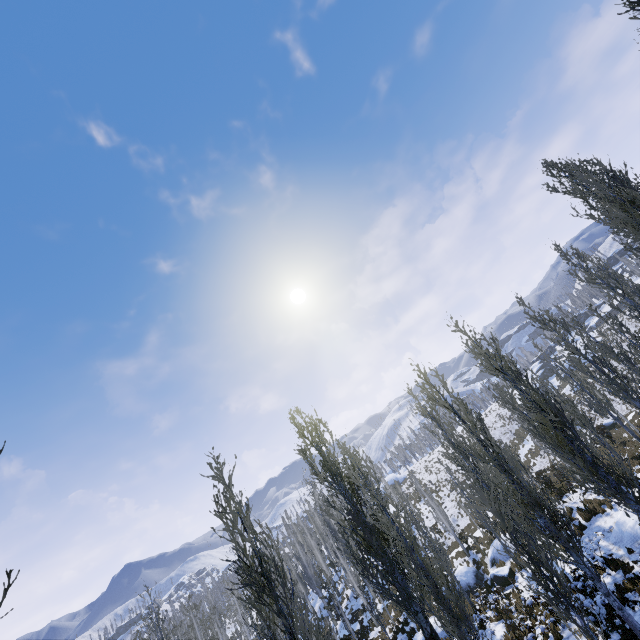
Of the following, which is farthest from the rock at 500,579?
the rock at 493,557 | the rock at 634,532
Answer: the rock at 634,532

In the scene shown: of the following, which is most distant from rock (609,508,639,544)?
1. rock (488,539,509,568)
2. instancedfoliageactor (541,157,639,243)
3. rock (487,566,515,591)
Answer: rock (488,539,509,568)

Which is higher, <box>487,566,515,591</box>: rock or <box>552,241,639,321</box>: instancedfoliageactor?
<box>552,241,639,321</box>: instancedfoliageactor

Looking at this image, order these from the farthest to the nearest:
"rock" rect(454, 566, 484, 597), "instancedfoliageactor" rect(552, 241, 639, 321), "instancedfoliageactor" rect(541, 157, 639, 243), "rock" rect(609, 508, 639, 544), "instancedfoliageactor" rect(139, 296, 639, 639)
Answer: "rock" rect(454, 566, 484, 597) → "instancedfoliageactor" rect(552, 241, 639, 321) → "rock" rect(609, 508, 639, 544) → "instancedfoliageactor" rect(541, 157, 639, 243) → "instancedfoliageactor" rect(139, 296, 639, 639)

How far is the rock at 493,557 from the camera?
22.9 meters

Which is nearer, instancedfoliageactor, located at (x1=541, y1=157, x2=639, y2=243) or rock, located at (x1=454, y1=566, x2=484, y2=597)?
instancedfoliageactor, located at (x1=541, y1=157, x2=639, y2=243)

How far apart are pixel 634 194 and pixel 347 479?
15.92m

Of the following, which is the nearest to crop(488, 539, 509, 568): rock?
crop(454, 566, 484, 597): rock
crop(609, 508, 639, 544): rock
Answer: crop(454, 566, 484, 597): rock
